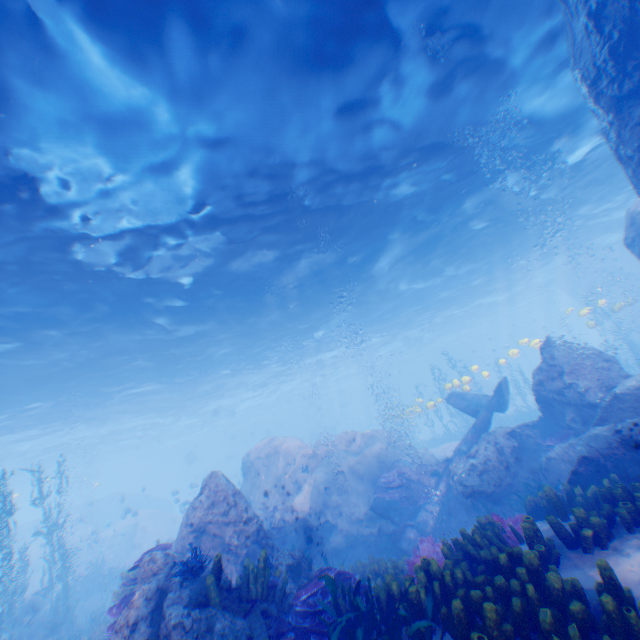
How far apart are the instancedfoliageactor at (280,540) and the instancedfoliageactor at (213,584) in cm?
810

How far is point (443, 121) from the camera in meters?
10.8 m

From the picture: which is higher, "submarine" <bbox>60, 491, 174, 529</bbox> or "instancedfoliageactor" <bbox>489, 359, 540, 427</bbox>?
"submarine" <bbox>60, 491, 174, 529</bbox>

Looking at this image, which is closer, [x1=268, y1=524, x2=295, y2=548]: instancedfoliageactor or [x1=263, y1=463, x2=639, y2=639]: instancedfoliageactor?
[x1=263, y1=463, x2=639, y2=639]: instancedfoliageactor

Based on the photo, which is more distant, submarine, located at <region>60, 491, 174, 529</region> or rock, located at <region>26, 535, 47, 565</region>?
submarine, located at <region>60, 491, 174, 529</region>

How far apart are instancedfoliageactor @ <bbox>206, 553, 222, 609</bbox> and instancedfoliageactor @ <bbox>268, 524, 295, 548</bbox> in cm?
810

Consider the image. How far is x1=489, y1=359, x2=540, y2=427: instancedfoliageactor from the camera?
27.3 meters

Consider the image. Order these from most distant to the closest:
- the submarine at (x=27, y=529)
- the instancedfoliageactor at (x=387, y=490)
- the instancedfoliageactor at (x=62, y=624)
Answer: the submarine at (x=27, y=529), the instancedfoliageactor at (x=387, y=490), the instancedfoliageactor at (x=62, y=624)
